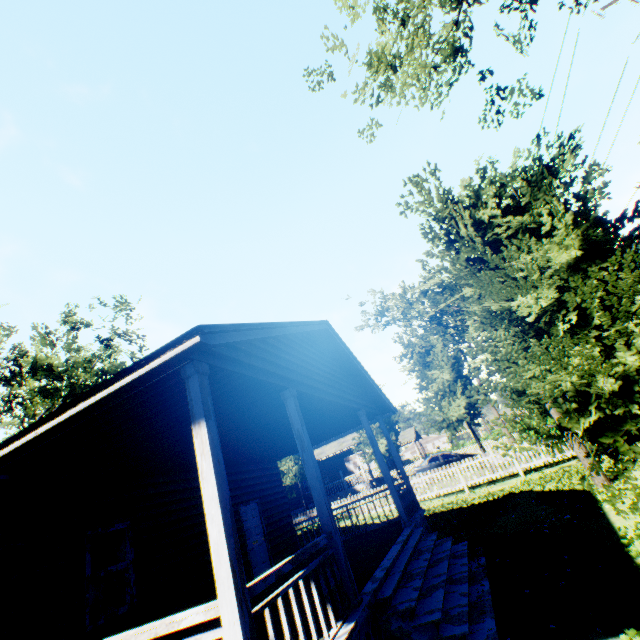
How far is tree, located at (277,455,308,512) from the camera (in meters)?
20.70

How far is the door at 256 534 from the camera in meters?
10.1

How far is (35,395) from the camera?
21.8 meters

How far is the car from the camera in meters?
22.8

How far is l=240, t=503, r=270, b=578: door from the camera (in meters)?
10.13

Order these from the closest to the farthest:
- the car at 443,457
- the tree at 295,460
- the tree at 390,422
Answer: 1. the tree at 390,422
2. the tree at 295,460
3. the car at 443,457

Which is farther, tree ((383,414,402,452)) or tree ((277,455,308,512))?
tree ((277,455,308,512))
